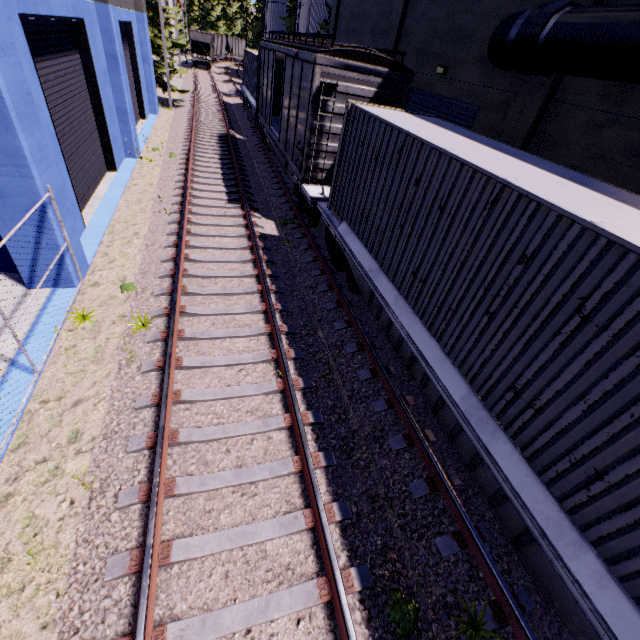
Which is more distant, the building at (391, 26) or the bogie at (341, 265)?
the bogie at (341, 265)

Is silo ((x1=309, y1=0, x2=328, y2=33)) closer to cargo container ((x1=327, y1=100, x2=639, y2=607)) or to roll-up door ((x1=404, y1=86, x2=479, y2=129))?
cargo container ((x1=327, y1=100, x2=639, y2=607))

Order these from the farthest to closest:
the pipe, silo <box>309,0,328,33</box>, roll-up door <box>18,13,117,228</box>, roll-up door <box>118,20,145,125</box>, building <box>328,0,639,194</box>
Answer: silo <box>309,0,328,33</box> < roll-up door <box>118,20,145,125</box> < roll-up door <box>18,13,117,228</box> < building <box>328,0,639,194</box> < the pipe

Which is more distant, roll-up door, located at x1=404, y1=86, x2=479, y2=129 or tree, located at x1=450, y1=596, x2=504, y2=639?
roll-up door, located at x1=404, y1=86, x2=479, y2=129

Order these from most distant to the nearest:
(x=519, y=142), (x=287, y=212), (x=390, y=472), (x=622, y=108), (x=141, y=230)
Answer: (x=287, y=212)
(x=141, y=230)
(x=519, y=142)
(x=622, y=108)
(x=390, y=472)

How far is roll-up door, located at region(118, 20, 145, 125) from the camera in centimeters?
1675cm

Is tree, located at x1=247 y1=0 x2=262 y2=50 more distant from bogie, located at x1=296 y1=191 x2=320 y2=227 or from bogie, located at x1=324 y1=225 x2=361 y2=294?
bogie, located at x1=324 y1=225 x2=361 y2=294

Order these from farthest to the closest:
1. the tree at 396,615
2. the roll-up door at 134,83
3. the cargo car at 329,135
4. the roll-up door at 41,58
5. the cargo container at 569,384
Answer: the roll-up door at 134,83
the cargo car at 329,135
the roll-up door at 41,58
the tree at 396,615
the cargo container at 569,384
